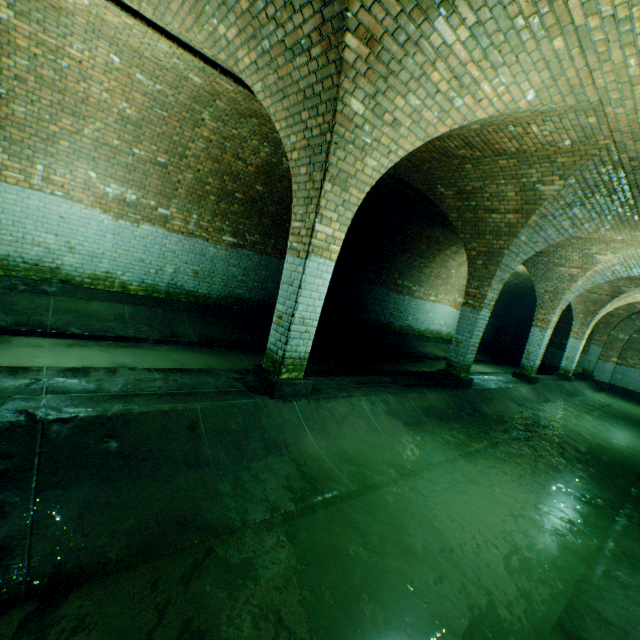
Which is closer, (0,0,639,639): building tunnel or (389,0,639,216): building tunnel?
(0,0,639,639): building tunnel

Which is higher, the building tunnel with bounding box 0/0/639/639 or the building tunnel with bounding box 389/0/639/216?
the building tunnel with bounding box 389/0/639/216

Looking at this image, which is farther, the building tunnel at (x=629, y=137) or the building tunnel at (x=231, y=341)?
the building tunnel at (x=629, y=137)

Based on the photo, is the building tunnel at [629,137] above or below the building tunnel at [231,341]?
above

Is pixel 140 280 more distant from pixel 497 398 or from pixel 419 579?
pixel 497 398
